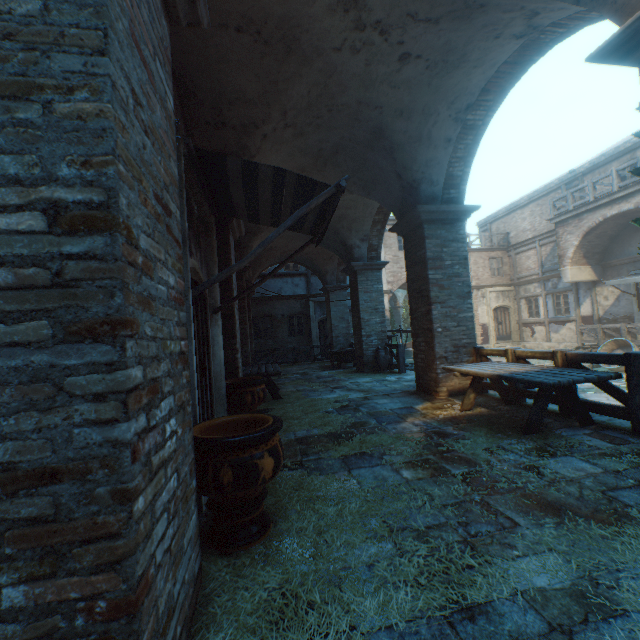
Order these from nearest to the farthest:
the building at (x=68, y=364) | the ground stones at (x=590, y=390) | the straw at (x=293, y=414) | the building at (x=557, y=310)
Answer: the building at (x=68, y=364)
the straw at (x=293, y=414)
the ground stones at (x=590, y=390)
the building at (x=557, y=310)

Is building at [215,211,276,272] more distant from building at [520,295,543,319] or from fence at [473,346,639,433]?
fence at [473,346,639,433]

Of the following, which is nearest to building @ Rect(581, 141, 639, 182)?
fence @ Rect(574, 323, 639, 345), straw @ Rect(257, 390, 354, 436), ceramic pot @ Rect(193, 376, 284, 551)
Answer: straw @ Rect(257, 390, 354, 436)

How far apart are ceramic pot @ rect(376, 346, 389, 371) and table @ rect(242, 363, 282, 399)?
3.7m

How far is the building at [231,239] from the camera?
6.07m

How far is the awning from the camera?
3.3m

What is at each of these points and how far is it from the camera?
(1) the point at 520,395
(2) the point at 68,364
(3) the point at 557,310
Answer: (1) fence, 5.7m
(2) building, 1.1m
(3) building, 18.8m

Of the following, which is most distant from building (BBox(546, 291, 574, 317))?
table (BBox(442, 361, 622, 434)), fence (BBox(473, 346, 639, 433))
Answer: table (BBox(442, 361, 622, 434))
